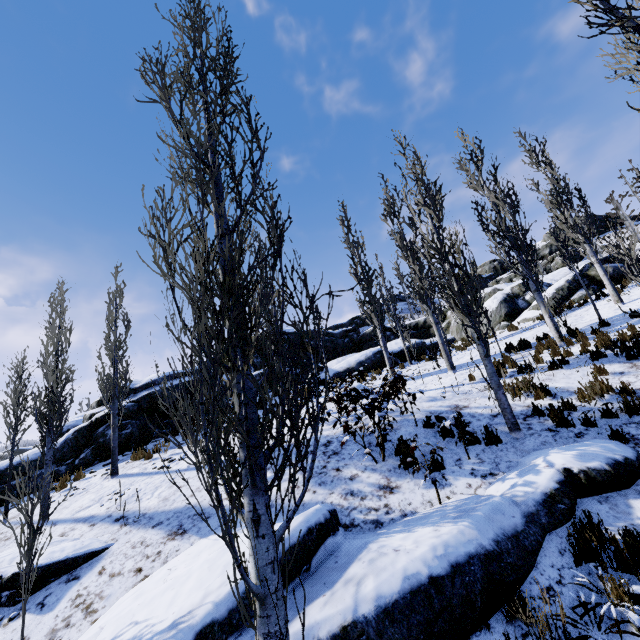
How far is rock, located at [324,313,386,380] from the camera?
20.1 meters

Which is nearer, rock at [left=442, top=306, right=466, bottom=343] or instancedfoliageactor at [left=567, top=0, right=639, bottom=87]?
instancedfoliageactor at [left=567, top=0, right=639, bottom=87]

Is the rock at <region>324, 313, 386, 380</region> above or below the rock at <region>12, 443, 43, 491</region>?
above

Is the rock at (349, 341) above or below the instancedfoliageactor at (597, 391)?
above

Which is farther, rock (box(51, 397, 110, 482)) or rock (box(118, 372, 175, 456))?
rock (box(118, 372, 175, 456))

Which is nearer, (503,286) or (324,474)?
(324,474)

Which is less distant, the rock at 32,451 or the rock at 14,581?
the rock at 14,581
